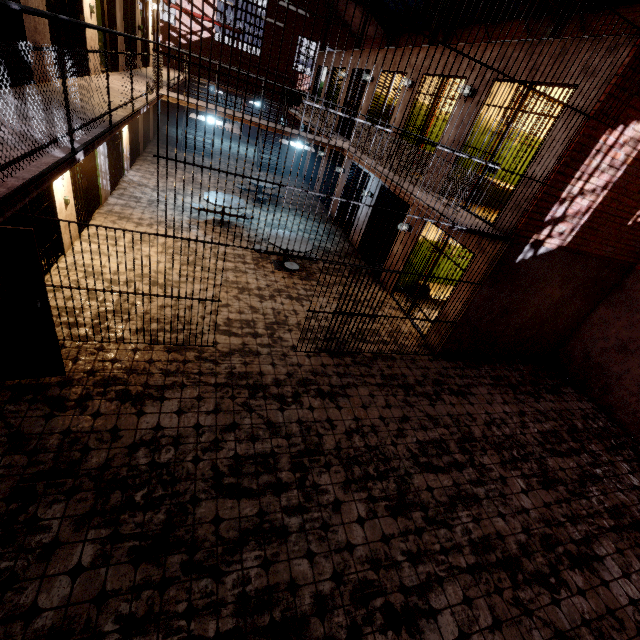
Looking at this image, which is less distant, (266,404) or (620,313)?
(266,404)

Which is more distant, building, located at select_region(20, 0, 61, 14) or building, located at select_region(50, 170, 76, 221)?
building, located at select_region(50, 170, 76, 221)

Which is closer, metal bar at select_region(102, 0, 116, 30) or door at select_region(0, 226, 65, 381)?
door at select_region(0, 226, 65, 381)

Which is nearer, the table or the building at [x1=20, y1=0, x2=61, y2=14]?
the building at [x1=20, y1=0, x2=61, y2=14]

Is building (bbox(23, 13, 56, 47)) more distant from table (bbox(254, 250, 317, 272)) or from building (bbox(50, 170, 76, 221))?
table (bbox(254, 250, 317, 272))

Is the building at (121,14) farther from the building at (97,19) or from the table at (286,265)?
the table at (286,265)

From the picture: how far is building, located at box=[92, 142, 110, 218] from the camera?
8.3m

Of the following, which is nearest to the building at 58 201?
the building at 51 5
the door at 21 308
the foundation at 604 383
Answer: the building at 51 5
